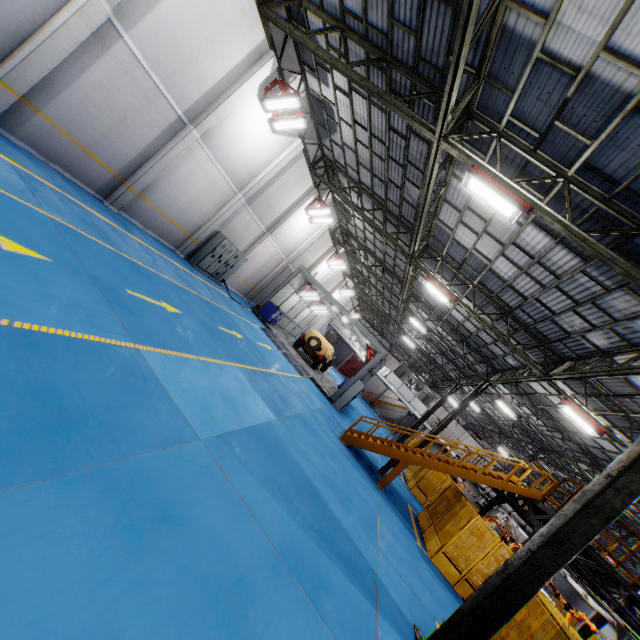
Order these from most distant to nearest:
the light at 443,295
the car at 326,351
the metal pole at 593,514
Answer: the car at 326,351, the light at 443,295, the metal pole at 593,514

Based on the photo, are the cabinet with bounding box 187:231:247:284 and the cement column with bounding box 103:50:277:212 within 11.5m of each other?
yes

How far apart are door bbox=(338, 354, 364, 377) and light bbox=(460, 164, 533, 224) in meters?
45.2

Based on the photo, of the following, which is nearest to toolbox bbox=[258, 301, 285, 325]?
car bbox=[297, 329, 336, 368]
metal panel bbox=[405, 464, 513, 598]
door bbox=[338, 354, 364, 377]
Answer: car bbox=[297, 329, 336, 368]

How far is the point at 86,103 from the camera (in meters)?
8.98

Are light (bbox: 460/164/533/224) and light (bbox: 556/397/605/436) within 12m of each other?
yes

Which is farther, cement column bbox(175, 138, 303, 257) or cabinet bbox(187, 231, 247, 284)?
cabinet bbox(187, 231, 247, 284)

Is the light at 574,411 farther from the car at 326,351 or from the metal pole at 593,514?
the car at 326,351
